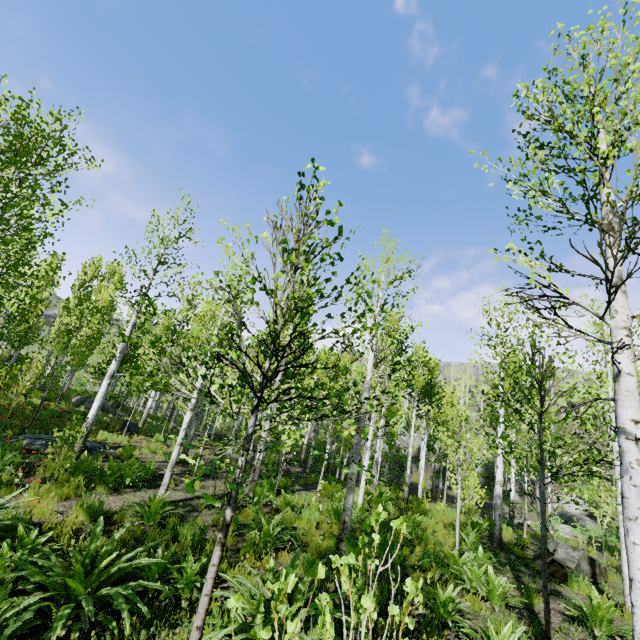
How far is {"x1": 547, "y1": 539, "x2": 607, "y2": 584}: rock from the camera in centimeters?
816cm

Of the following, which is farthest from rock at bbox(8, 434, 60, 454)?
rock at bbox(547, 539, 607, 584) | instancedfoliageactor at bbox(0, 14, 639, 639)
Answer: rock at bbox(547, 539, 607, 584)

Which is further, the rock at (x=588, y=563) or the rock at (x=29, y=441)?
the rock at (x=29, y=441)

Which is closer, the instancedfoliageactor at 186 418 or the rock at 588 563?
the instancedfoliageactor at 186 418

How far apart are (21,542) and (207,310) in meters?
4.6

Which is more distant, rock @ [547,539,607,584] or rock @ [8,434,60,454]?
rock @ [8,434,60,454]
